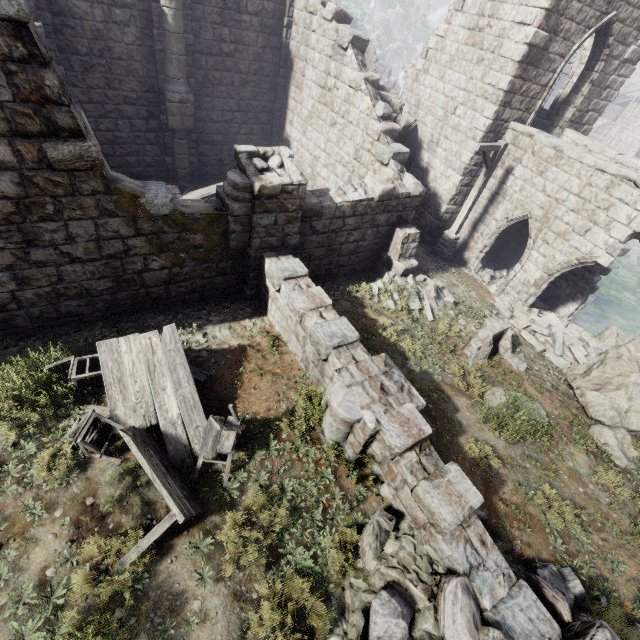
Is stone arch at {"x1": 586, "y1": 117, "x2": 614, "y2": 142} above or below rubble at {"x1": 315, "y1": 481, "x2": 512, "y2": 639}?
above

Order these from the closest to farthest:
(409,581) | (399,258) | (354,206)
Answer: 1. (409,581)
2. (354,206)
3. (399,258)

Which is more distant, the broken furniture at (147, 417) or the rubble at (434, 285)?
the rubble at (434, 285)

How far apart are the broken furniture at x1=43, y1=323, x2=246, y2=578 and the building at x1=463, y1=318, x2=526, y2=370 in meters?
6.2 m

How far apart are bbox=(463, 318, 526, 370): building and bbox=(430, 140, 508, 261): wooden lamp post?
5.2 meters

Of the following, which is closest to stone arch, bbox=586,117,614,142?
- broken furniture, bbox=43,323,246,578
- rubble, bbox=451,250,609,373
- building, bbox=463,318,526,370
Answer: rubble, bbox=451,250,609,373

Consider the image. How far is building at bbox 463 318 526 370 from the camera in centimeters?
880cm

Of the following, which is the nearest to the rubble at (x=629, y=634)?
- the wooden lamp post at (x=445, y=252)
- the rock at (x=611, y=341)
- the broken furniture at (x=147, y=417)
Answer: the broken furniture at (x=147, y=417)
